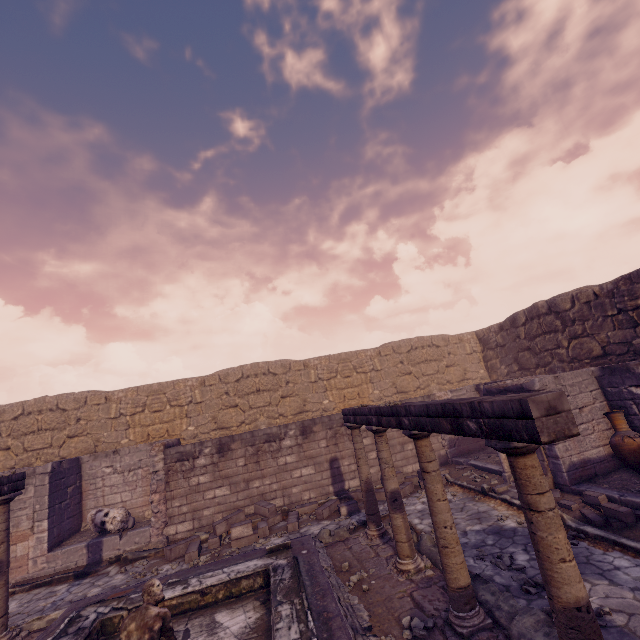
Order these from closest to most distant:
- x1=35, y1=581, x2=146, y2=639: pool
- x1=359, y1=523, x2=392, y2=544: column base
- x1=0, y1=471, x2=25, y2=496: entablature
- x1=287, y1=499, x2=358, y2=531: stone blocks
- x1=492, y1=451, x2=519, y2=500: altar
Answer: x1=35, y1=581, x2=146, y2=639: pool < x1=0, y1=471, x2=25, y2=496: entablature < x1=359, y1=523, x2=392, y2=544: column base < x1=492, y1=451, x2=519, y2=500: altar < x1=287, y1=499, x2=358, y2=531: stone blocks

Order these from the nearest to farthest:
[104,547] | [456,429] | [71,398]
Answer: [456,429] → [104,547] → [71,398]

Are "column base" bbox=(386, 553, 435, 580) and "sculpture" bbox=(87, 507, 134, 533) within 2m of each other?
no

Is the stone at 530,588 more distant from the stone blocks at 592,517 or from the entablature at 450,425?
the entablature at 450,425

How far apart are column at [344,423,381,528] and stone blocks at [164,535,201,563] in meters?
4.1

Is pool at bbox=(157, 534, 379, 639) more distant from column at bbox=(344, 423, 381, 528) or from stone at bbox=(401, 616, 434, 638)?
column at bbox=(344, 423, 381, 528)

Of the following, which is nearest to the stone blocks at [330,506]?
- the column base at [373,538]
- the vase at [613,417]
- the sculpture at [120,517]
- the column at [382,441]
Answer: the column base at [373,538]

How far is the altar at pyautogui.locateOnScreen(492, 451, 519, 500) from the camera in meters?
7.8 m
